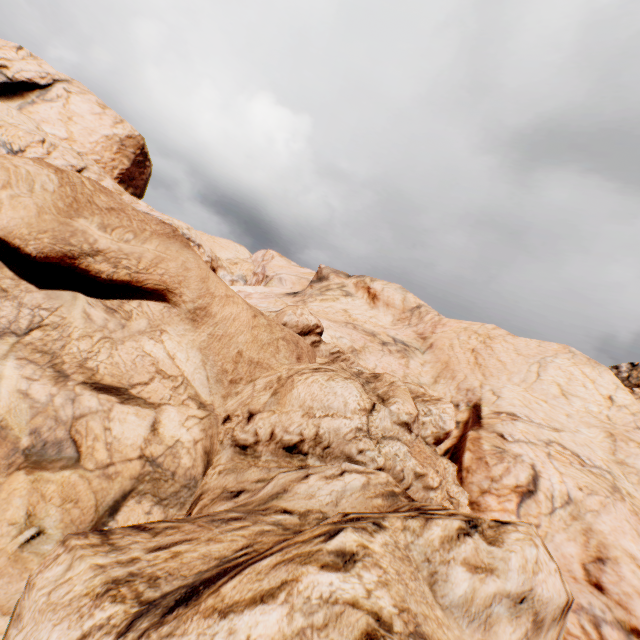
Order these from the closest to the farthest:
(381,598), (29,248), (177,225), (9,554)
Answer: (381,598), (9,554), (29,248), (177,225)
